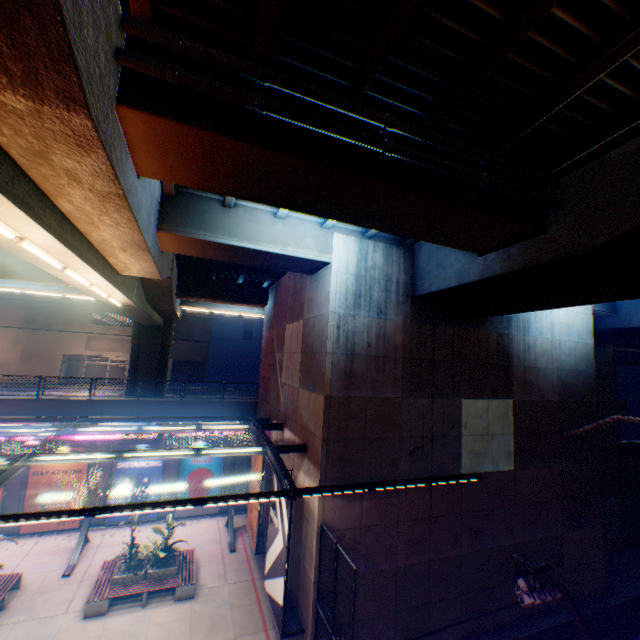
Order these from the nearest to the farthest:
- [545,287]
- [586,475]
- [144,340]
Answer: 1. [545,287]
2. [586,475]
3. [144,340]

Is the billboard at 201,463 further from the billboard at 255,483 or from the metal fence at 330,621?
the billboard at 255,483

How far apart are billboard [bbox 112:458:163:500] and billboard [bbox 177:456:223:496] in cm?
89

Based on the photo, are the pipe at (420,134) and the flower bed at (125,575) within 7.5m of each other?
no

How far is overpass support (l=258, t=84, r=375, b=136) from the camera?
5.8m

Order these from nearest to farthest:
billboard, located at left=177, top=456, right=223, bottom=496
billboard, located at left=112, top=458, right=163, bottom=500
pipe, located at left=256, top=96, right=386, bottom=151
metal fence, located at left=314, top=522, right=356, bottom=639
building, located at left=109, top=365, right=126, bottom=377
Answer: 1. pipe, located at left=256, top=96, right=386, bottom=151
2. metal fence, located at left=314, top=522, right=356, bottom=639
3. billboard, located at left=112, top=458, right=163, bottom=500
4. billboard, located at left=177, top=456, right=223, bottom=496
5. building, located at left=109, top=365, right=126, bottom=377

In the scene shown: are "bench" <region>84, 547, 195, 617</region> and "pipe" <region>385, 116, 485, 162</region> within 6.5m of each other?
no

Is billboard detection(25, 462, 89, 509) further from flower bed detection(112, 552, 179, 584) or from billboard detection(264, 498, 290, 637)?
billboard detection(264, 498, 290, 637)
